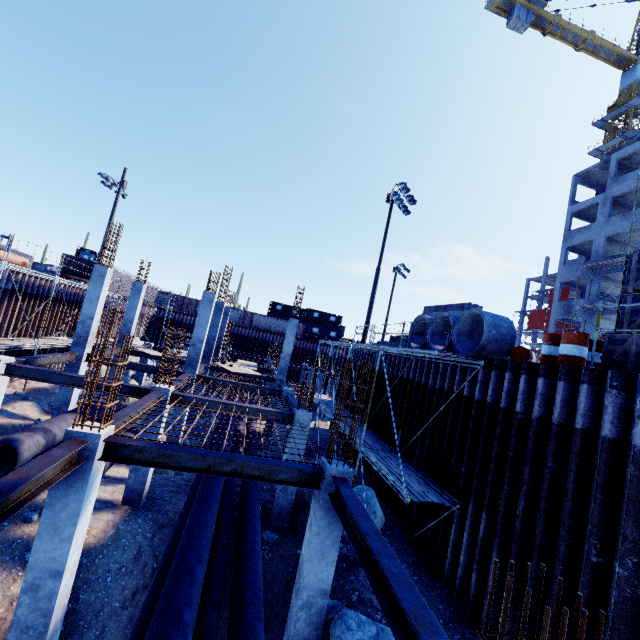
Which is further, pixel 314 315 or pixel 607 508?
pixel 314 315

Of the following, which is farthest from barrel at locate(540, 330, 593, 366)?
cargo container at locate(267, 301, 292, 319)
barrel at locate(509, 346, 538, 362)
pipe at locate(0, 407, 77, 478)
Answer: cargo container at locate(267, 301, 292, 319)

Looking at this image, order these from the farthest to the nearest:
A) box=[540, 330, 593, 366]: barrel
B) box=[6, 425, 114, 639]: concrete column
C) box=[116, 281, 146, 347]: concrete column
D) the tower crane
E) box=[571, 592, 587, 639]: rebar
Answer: the tower crane, box=[116, 281, 146, 347]: concrete column, box=[540, 330, 593, 366]: barrel, box=[6, 425, 114, 639]: concrete column, box=[571, 592, 587, 639]: rebar

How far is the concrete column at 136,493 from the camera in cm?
1043

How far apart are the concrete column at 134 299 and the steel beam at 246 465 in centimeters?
1537cm

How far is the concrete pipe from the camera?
10.4m

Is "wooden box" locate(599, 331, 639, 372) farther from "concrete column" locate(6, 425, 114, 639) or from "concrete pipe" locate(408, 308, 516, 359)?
"concrete column" locate(6, 425, 114, 639)

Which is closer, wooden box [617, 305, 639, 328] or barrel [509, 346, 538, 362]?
wooden box [617, 305, 639, 328]
